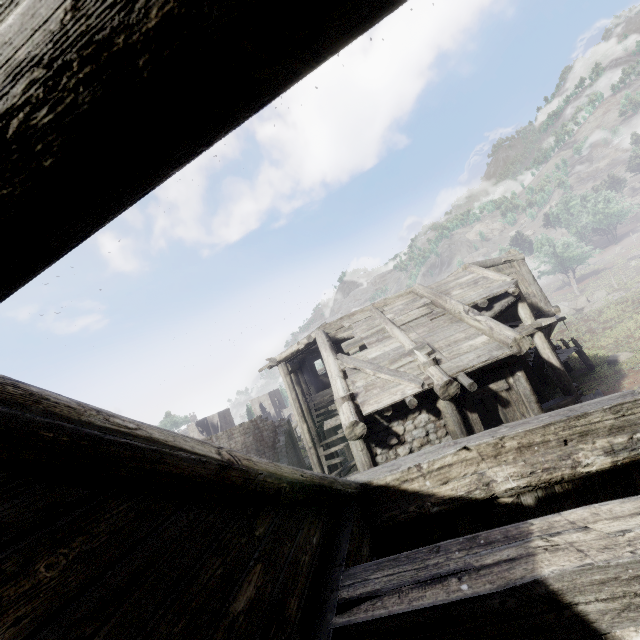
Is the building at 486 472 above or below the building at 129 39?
below

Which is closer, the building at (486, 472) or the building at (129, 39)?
the building at (129, 39)

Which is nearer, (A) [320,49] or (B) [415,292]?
(A) [320,49]

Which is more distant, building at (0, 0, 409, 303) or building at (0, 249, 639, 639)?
building at (0, 249, 639, 639)

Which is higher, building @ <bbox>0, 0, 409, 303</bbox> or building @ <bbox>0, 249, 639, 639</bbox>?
building @ <bbox>0, 0, 409, 303</bbox>
